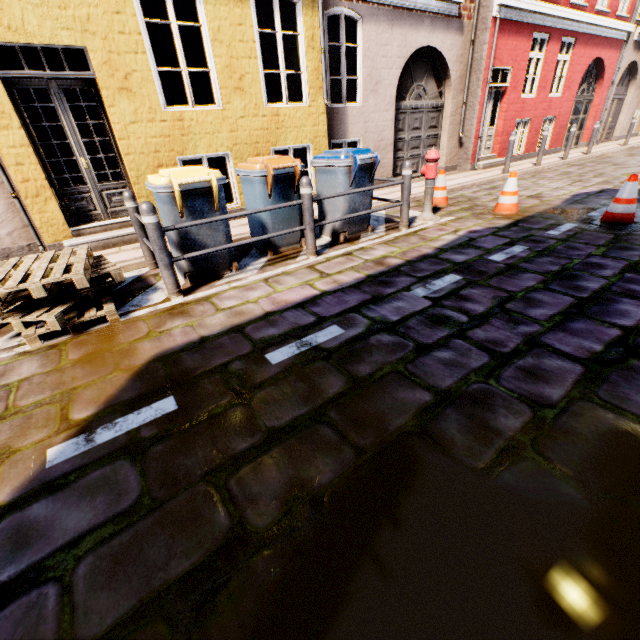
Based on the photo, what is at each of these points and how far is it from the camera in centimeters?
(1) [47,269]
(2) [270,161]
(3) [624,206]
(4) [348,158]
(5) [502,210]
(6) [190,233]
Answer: Result:
(1) pallet, 343cm
(2) trash bin, 438cm
(3) traffic cone, 490cm
(4) trash bin, 471cm
(5) traffic cone, 609cm
(6) trash bin, 395cm

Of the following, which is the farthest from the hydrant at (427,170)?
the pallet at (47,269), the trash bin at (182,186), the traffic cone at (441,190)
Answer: the pallet at (47,269)

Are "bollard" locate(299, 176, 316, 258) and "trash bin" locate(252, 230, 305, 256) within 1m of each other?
yes

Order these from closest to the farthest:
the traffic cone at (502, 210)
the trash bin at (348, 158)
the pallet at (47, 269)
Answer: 1. the pallet at (47, 269)
2. the trash bin at (348, 158)
3. the traffic cone at (502, 210)

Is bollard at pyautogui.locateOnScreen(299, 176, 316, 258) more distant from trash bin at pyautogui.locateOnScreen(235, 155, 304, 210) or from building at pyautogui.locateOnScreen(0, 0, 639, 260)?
building at pyautogui.locateOnScreen(0, 0, 639, 260)

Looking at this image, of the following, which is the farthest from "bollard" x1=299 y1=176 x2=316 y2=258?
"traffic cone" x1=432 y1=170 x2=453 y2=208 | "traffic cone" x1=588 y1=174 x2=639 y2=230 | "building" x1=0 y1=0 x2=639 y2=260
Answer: "traffic cone" x1=588 y1=174 x2=639 y2=230

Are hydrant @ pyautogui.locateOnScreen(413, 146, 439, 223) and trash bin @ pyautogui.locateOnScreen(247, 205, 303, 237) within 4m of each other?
yes

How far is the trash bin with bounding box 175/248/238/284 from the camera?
4.2 meters
